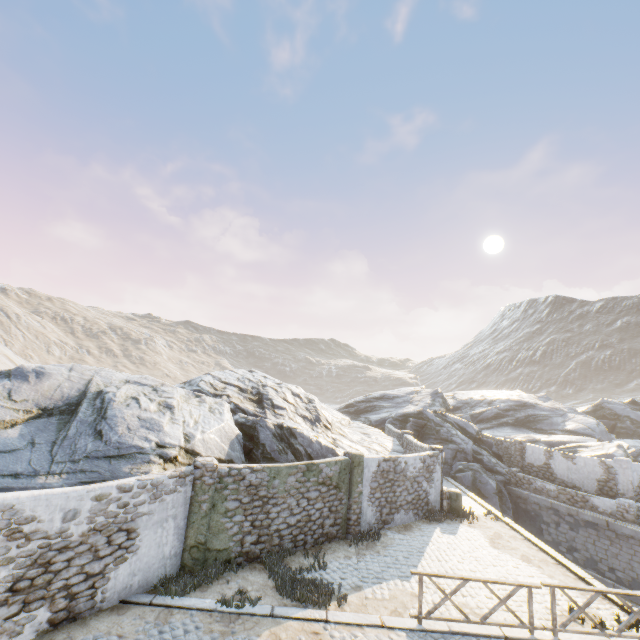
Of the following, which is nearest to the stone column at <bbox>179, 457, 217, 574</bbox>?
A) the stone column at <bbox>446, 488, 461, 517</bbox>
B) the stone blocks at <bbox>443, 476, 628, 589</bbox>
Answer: the stone blocks at <bbox>443, 476, 628, 589</bbox>

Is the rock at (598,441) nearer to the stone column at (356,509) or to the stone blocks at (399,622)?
the stone blocks at (399,622)

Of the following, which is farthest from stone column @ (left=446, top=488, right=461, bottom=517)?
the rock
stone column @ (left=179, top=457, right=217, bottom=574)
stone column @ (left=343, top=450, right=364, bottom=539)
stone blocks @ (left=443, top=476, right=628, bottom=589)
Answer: stone column @ (left=179, top=457, right=217, bottom=574)

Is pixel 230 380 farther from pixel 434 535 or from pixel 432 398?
pixel 432 398

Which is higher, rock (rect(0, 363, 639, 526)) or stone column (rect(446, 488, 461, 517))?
rock (rect(0, 363, 639, 526))

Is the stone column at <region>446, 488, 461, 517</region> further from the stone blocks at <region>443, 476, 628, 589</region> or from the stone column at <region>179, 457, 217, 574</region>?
the stone column at <region>179, 457, 217, 574</region>

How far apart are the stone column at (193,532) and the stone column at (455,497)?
11.41m

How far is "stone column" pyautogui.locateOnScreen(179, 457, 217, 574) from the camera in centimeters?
955cm
